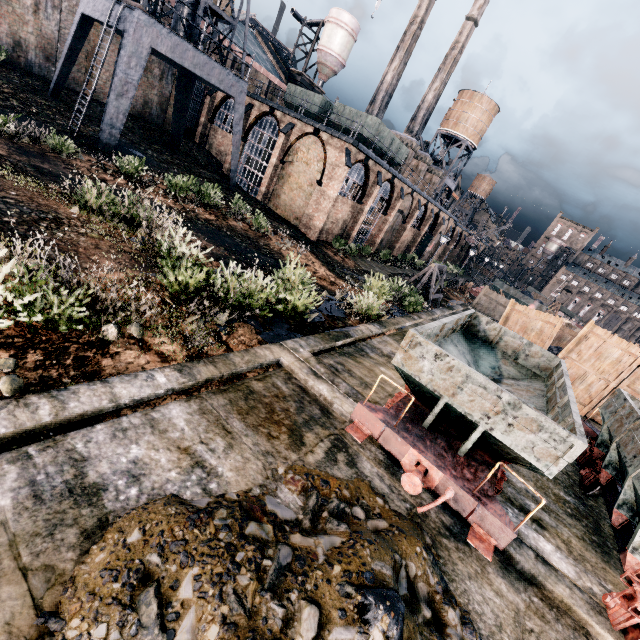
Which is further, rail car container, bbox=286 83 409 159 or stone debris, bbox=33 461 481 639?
rail car container, bbox=286 83 409 159

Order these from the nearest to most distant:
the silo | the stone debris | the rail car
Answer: the stone debris < the rail car < the silo

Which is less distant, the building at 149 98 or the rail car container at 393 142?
the rail car container at 393 142

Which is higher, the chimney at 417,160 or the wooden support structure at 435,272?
the chimney at 417,160

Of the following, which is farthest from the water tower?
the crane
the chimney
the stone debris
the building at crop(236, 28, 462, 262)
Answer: the stone debris

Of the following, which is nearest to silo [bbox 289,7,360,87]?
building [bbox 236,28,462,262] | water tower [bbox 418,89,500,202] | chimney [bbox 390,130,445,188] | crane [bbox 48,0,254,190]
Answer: building [bbox 236,28,462,262]

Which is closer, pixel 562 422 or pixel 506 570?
pixel 506 570

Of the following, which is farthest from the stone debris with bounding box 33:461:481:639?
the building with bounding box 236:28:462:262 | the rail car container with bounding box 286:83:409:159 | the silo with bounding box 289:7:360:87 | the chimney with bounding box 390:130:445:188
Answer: the silo with bounding box 289:7:360:87
